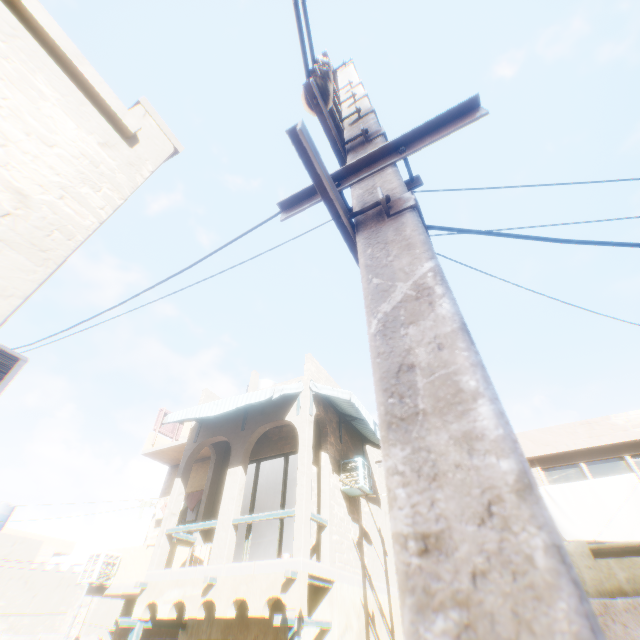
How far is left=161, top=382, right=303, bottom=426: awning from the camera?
8.8 meters

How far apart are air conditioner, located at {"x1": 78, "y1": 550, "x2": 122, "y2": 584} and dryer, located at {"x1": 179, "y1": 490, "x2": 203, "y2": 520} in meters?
1.4 m

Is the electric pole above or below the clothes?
below

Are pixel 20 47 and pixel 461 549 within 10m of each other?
yes

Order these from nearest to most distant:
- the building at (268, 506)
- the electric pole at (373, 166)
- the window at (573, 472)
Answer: the electric pole at (373, 166), the window at (573, 472), the building at (268, 506)

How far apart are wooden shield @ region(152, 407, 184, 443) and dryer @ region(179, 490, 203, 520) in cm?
222

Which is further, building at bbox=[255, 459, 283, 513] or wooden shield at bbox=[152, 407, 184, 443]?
wooden shield at bbox=[152, 407, 184, 443]

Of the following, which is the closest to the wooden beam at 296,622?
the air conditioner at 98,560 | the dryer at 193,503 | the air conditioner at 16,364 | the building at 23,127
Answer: the building at 23,127
